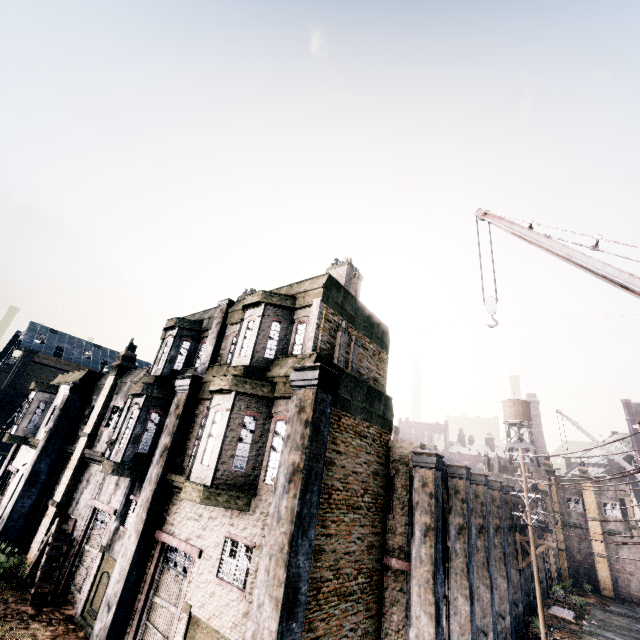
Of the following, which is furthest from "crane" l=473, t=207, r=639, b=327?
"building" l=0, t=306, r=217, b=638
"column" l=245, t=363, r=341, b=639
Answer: "building" l=0, t=306, r=217, b=638

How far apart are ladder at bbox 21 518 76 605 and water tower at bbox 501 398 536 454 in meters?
47.3 m

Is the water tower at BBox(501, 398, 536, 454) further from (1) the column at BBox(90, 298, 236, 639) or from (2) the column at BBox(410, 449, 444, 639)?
(1) the column at BBox(90, 298, 236, 639)

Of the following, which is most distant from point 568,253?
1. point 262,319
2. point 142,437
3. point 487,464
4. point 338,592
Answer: point 487,464

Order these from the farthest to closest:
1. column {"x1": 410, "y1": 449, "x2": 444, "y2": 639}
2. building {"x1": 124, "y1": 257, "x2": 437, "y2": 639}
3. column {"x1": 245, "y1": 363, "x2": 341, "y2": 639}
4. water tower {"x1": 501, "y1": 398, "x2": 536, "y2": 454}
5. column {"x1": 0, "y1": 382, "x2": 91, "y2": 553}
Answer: water tower {"x1": 501, "y1": 398, "x2": 536, "y2": 454} → column {"x1": 0, "y1": 382, "x2": 91, "y2": 553} → column {"x1": 410, "y1": 449, "x2": 444, "y2": 639} → building {"x1": 124, "y1": 257, "x2": 437, "y2": 639} → column {"x1": 245, "y1": 363, "x2": 341, "y2": 639}

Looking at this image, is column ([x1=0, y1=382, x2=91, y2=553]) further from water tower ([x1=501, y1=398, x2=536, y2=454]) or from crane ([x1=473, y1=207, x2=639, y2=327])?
water tower ([x1=501, y1=398, x2=536, y2=454])

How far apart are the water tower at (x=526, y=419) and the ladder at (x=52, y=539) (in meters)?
47.29

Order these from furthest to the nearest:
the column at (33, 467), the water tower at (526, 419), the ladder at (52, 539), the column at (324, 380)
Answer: the water tower at (526, 419)
the column at (33, 467)
the ladder at (52, 539)
the column at (324, 380)
